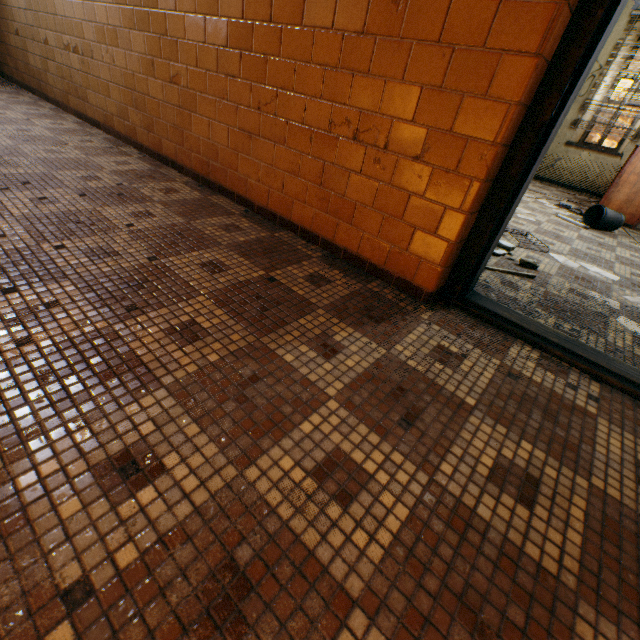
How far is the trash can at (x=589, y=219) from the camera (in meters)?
4.19

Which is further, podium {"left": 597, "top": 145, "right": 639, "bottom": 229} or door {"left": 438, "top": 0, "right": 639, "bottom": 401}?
podium {"left": 597, "top": 145, "right": 639, "bottom": 229}

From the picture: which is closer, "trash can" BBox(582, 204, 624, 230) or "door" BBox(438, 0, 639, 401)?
"door" BBox(438, 0, 639, 401)

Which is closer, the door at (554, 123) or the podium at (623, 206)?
the door at (554, 123)

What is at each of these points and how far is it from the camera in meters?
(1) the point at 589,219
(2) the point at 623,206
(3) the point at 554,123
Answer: (1) trash can, 4.5
(2) podium, 4.8
(3) door, 1.4

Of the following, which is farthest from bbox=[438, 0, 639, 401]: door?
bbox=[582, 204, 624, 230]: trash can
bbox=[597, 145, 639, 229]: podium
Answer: bbox=[597, 145, 639, 229]: podium

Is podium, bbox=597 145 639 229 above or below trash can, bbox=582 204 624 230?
above
